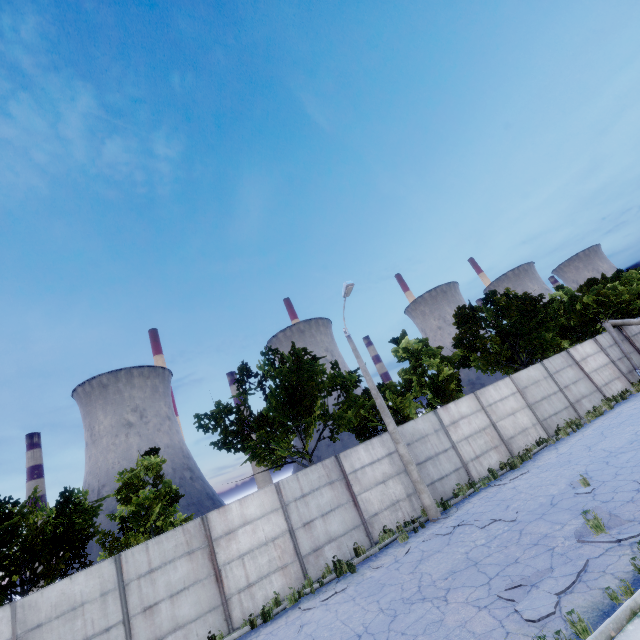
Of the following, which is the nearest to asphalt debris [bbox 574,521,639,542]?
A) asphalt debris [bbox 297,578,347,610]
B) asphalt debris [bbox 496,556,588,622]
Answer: asphalt debris [bbox 496,556,588,622]

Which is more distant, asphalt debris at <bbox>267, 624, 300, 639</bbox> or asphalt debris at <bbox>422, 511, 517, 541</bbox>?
asphalt debris at <bbox>422, 511, 517, 541</bbox>

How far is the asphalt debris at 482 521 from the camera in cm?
1009

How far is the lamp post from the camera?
13.0m

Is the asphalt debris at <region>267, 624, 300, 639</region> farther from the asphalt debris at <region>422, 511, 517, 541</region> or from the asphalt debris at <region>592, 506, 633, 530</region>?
the asphalt debris at <region>592, 506, 633, 530</region>

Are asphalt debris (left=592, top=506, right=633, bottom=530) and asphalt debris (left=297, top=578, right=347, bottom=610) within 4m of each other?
no

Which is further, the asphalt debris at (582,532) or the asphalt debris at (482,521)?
the asphalt debris at (482,521)

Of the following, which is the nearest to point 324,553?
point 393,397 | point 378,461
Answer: point 378,461
